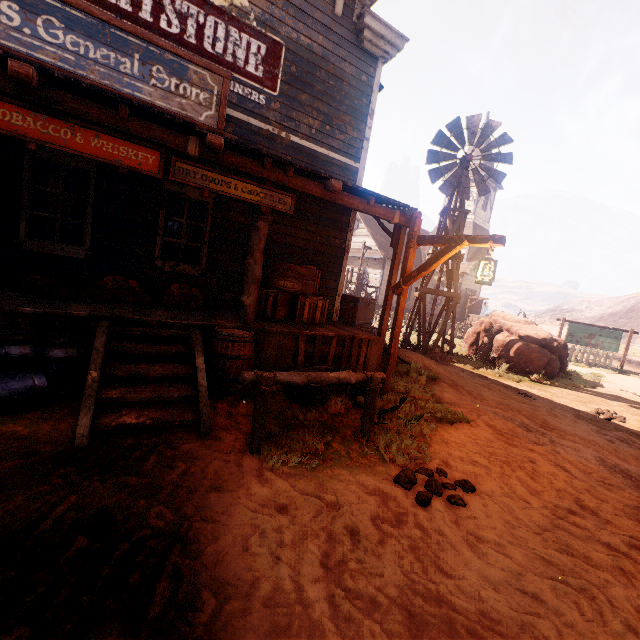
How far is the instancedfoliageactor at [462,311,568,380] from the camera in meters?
11.0

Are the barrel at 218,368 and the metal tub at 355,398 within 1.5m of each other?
yes

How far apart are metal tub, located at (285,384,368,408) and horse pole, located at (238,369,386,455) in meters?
0.9 m

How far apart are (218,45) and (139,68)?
3.0m

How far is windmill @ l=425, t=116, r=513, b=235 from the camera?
10.81m

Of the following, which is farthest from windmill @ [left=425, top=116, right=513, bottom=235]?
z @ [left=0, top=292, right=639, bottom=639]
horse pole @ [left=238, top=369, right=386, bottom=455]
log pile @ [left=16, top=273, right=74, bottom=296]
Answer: log pile @ [left=16, top=273, right=74, bottom=296]

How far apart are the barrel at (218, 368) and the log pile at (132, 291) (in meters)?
1.49

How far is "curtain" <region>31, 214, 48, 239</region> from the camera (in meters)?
5.51
